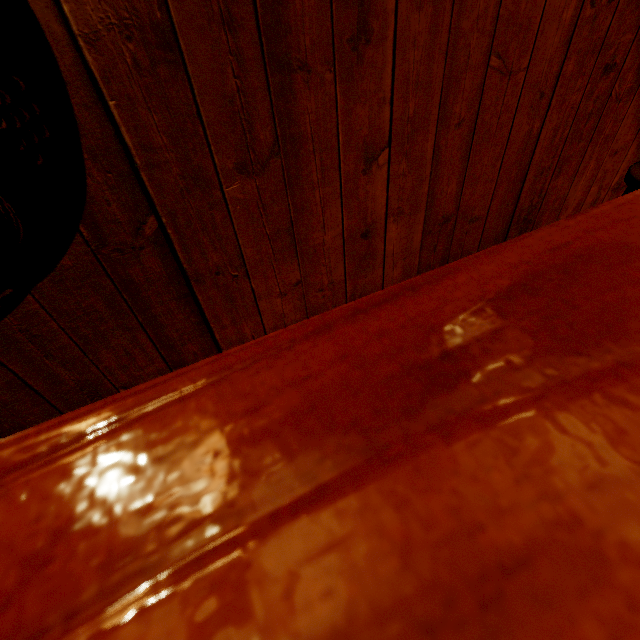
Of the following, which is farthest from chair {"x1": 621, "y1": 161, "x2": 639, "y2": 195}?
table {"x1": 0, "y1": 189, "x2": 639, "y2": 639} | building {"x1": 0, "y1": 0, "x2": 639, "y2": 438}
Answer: table {"x1": 0, "y1": 189, "x2": 639, "y2": 639}

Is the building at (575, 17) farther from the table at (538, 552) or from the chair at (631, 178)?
the table at (538, 552)

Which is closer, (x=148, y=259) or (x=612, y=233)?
(x=612, y=233)

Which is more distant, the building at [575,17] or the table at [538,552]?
the building at [575,17]

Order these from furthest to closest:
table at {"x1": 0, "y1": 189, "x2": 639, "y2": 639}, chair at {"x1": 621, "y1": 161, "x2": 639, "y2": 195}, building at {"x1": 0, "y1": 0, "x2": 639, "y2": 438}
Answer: chair at {"x1": 621, "y1": 161, "x2": 639, "y2": 195}, building at {"x1": 0, "y1": 0, "x2": 639, "y2": 438}, table at {"x1": 0, "y1": 189, "x2": 639, "y2": 639}

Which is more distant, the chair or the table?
the chair
